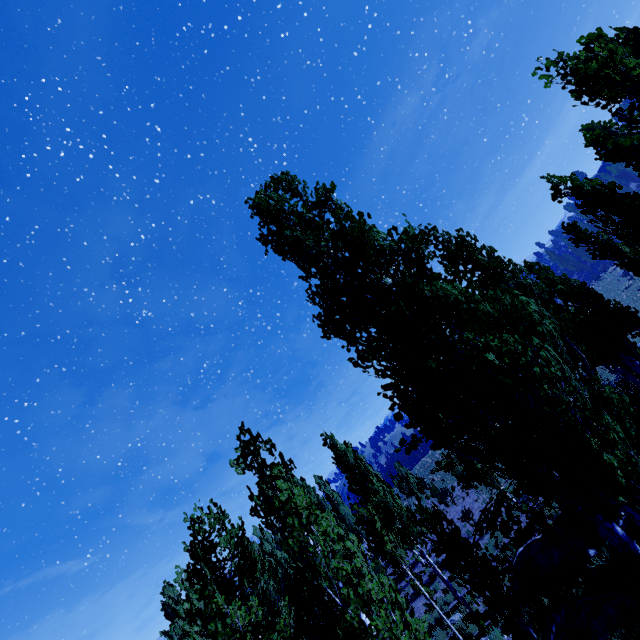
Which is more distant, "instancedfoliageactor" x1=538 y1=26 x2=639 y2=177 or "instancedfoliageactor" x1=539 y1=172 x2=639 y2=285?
"instancedfoliageactor" x1=538 y1=26 x2=639 y2=177

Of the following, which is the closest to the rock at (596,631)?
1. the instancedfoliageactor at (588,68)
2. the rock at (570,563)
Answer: the instancedfoliageactor at (588,68)

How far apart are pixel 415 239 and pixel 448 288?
1.2m

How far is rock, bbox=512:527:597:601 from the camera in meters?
12.8 m

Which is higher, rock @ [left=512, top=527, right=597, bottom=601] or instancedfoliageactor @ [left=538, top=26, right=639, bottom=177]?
instancedfoliageactor @ [left=538, top=26, right=639, bottom=177]

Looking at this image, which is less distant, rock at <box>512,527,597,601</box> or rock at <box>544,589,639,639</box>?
rock at <box>544,589,639,639</box>

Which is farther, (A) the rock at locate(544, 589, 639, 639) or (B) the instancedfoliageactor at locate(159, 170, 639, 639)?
(A) the rock at locate(544, 589, 639, 639)

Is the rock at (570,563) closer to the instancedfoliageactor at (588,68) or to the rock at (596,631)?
the instancedfoliageactor at (588,68)
